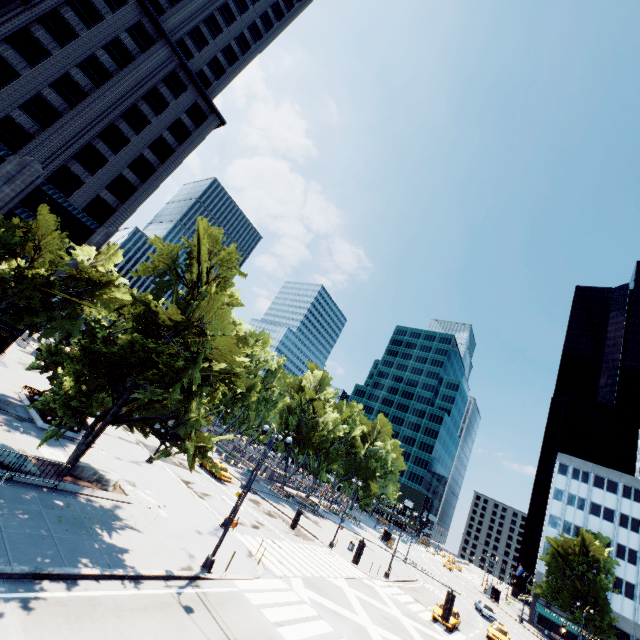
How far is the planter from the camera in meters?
15.8

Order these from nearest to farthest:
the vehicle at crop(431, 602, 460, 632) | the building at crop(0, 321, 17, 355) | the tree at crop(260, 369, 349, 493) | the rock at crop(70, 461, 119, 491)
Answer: the rock at crop(70, 461, 119, 491), the vehicle at crop(431, 602, 460, 632), the building at crop(0, 321, 17, 355), the tree at crop(260, 369, 349, 493)

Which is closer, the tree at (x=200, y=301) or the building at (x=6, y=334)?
the tree at (x=200, y=301)

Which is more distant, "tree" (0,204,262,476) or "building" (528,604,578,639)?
"building" (528,604,578,639)

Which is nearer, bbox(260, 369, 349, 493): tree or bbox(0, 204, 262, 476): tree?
bbox(0, 204, 262, 476): tree

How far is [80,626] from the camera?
9.13m

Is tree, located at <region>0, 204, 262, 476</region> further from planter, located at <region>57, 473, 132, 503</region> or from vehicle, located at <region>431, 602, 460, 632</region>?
vehicle, located at <region>431, 602, 460, 632</region>

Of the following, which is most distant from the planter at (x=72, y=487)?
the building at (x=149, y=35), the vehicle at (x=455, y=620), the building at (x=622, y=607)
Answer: the building at (x=622, y=607)
